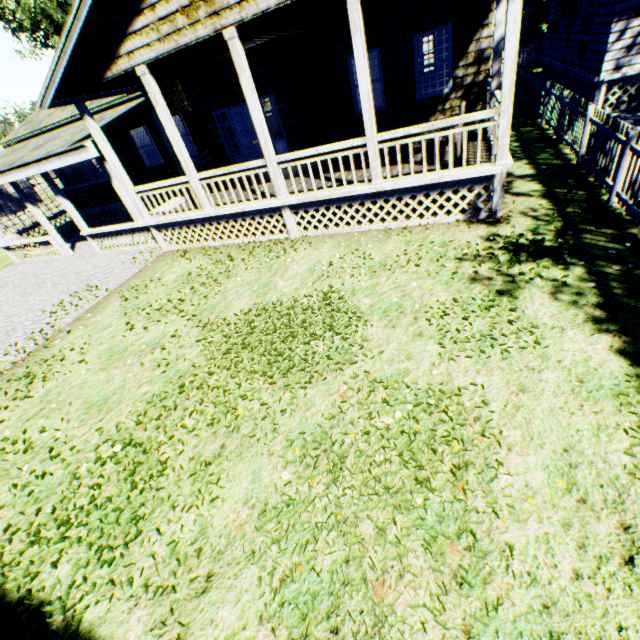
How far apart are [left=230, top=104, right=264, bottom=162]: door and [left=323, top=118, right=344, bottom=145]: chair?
2.11m

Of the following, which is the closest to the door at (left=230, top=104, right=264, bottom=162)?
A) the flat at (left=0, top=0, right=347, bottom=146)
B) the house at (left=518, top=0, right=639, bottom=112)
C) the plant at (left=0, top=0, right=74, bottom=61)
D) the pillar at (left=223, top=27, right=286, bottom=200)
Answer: the flat at (left=0, top=0, right=347, bottom=146)

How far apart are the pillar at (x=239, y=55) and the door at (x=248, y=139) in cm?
413

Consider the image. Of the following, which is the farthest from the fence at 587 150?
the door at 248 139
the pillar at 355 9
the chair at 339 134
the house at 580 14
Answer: the door at 248 139

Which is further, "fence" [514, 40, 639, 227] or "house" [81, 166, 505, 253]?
"house" [81, 166, 505, 253]

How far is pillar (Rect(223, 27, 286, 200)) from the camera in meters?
6.5 m

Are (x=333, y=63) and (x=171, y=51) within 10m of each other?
yes

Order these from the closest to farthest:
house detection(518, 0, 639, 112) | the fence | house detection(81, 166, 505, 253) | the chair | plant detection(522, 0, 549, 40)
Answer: the fence → house detection(81, 166, 505, 253) → house detection(518, 0, 639, 112) → the chair → plant detection(522, 0, 549, 40)
